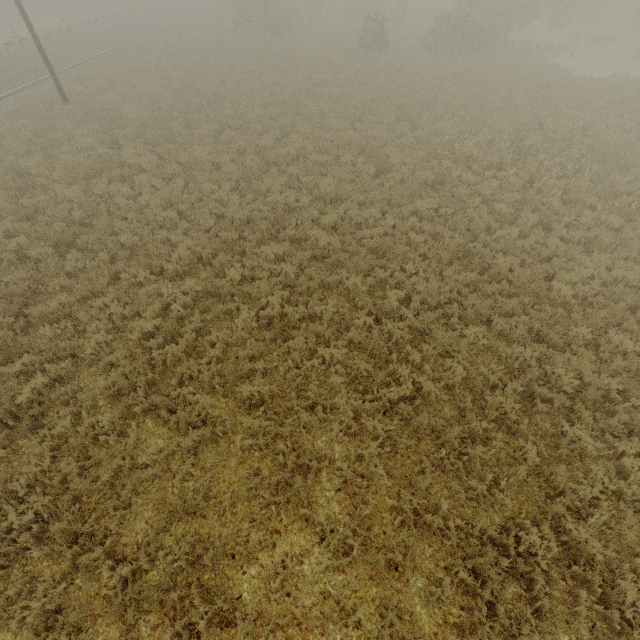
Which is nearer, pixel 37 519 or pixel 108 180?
pixel 37 519
